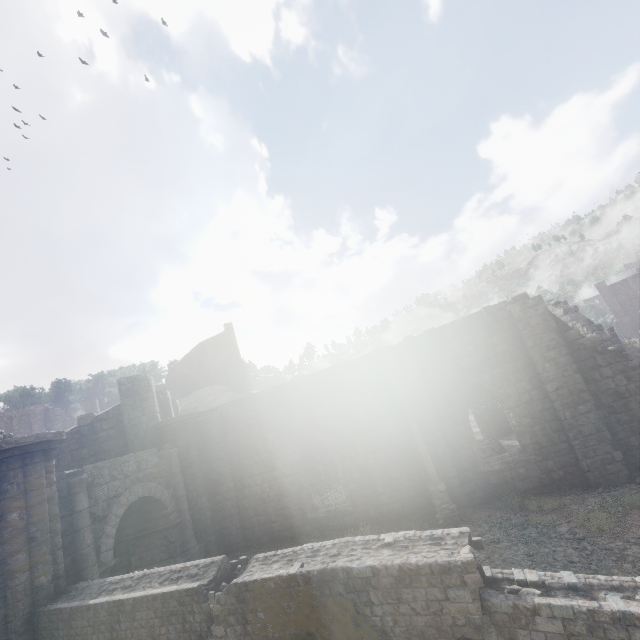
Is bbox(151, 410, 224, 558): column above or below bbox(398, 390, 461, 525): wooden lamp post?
above

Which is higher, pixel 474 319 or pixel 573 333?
pixel 474 319

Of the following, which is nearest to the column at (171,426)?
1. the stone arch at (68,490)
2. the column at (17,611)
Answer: the stone arch at (68,490)

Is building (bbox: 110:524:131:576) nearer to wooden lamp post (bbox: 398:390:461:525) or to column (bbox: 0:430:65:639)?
column (bbox: 0:430:65:639)

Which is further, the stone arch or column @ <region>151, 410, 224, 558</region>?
column @ <region>151, 410, 224, 558</region>

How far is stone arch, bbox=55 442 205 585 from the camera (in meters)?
9.24

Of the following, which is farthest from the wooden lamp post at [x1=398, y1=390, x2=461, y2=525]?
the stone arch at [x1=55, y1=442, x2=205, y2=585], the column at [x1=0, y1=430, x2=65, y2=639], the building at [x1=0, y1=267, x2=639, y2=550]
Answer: the column at [x1=0, y1=430, x2=65, y2=639]
